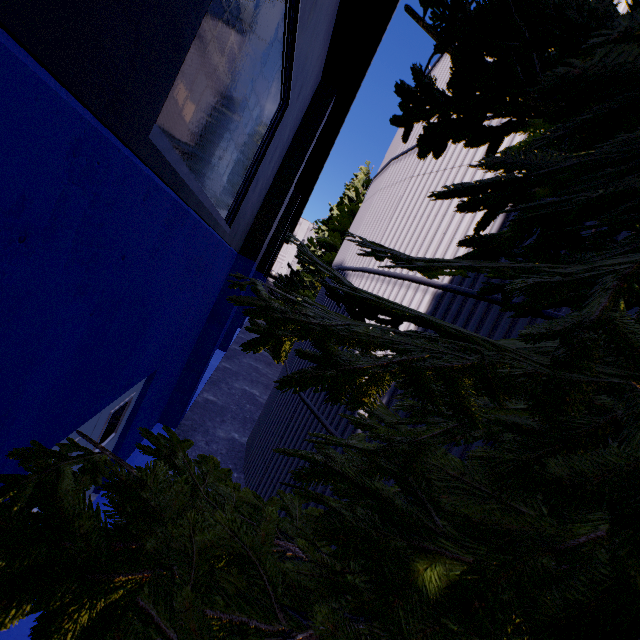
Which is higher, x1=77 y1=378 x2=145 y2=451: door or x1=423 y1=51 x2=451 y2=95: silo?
x1=423 y1=51 x2=451 y2=95: silo

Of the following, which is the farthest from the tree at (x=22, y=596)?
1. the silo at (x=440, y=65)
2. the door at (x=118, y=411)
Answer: the door at (x=118, y=411)

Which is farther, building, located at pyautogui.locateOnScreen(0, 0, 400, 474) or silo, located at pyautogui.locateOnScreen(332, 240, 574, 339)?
silo, located at pyautogui.locateOnScreen(332, 240, 574, 339)

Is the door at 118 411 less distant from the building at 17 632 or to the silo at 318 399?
the building at 17 632

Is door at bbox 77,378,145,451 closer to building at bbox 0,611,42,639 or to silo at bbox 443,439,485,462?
building at bbox 0,611,42,639

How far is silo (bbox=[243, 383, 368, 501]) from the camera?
5.96m

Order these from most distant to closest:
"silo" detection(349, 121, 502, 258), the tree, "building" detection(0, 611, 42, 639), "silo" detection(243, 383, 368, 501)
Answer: "silo" detection(243, 383, 368, 501) → "silo" detection(349, 121, 502, 258) → "building" detection(0, 611, 42, 639) → the tree

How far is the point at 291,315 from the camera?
2.2 meters
